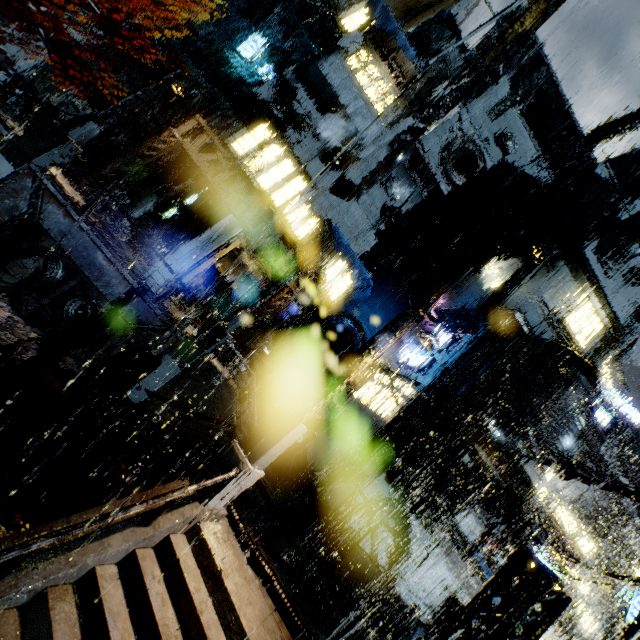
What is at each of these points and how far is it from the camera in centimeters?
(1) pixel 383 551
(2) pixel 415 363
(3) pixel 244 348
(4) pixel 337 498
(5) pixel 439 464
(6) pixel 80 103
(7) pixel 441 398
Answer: (1) building, 1823cm
(2) sign, 2377cm
(3) building vent, 2464cm
(4) building, 1820cm
(5) scaffolding, 1521cm
(6) building, 2314cm
(7) building, 2136cm

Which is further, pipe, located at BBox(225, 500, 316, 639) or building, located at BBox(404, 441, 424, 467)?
building, located at BBox(404, 441, 424, 467)

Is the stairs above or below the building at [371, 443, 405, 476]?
below

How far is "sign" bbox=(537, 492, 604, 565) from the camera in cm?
2242

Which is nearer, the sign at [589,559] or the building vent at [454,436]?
the building vent at [454,436]

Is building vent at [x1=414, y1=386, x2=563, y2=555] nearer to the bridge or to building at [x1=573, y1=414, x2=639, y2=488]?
building at [x1=573, y1=414, x2=639, y2=488]

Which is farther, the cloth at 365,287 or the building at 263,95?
the cloth at 365,287

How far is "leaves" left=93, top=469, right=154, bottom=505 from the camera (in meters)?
10.24
